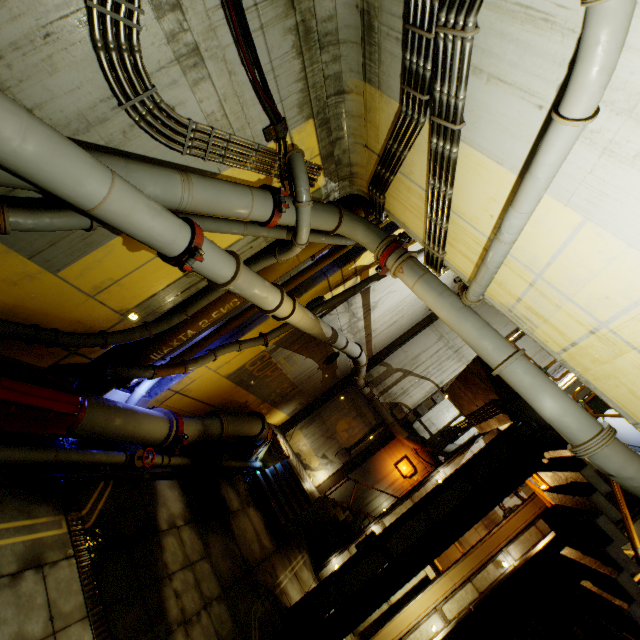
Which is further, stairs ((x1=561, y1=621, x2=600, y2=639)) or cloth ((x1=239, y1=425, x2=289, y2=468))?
cloth ((x1=239, y1=425, x2=289, y2=468))

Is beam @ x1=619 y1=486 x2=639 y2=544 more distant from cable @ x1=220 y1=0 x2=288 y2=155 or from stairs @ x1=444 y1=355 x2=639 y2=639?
cable @ x1=220 y1=0 x2=288 y2=155

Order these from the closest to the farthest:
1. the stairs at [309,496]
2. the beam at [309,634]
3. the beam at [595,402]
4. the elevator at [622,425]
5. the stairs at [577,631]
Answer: the stairs at [577,631]
the beam at [309,634]
the beam at [595,402]
the elevator at [622,425]
the stairs at [309,496]

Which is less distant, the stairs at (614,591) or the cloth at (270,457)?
the stairs at (614,591)

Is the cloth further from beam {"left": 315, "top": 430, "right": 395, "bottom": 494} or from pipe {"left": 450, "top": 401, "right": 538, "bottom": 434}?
beam {"left": 315, "top": 430, "right": 395, "bottom": 494}

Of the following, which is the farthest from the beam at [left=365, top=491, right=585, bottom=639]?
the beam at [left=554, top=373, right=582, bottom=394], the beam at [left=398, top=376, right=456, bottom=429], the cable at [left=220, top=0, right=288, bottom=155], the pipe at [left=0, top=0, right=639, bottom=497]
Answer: the cable at [left=220, top=0, right=288, bottom=155]

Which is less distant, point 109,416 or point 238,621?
point 109,416

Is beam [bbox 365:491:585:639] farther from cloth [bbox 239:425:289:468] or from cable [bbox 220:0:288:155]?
cable [bbox 220:0:288:155]
